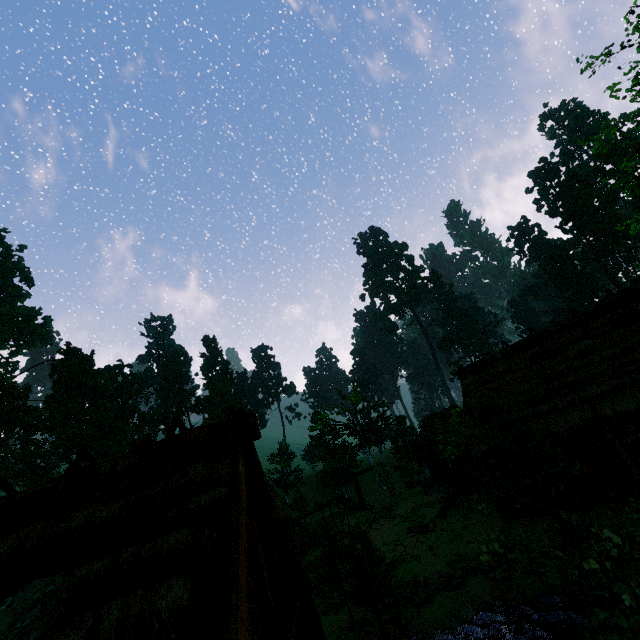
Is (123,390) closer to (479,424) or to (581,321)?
(479,424)

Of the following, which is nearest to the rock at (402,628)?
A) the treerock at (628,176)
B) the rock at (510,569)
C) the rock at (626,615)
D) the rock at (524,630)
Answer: the treerock at (628,176)

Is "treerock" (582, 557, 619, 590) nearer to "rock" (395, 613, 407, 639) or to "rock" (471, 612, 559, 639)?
"rock" (471, 612, 559, 639)

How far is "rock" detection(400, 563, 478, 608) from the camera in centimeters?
1310cm

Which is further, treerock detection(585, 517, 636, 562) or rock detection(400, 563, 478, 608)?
rock detection(400, 563, 478, 608)

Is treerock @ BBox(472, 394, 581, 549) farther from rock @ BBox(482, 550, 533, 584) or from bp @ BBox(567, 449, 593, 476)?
bp @ BBox(567, 449, 593, 476)

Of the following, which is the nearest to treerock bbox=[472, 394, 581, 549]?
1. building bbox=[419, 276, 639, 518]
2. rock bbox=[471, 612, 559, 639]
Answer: building bbox=[419, 276, 639, 518]

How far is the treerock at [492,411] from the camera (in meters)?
12.73
